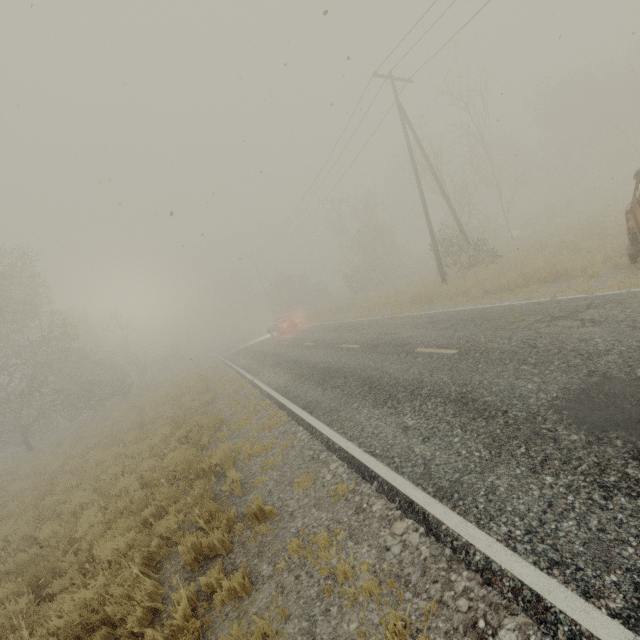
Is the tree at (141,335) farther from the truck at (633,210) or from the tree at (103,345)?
the truck at (633,210)

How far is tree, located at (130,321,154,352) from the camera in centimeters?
3107cm

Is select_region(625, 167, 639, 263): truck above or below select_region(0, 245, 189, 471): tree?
below

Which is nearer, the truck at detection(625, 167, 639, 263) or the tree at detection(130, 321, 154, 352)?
the truck at detection(625, 167, 639, 263)

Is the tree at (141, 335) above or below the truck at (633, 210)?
above

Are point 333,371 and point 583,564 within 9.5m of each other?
yes

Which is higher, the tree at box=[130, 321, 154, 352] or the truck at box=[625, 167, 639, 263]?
the tree at box=[130, 321, 154, 352]

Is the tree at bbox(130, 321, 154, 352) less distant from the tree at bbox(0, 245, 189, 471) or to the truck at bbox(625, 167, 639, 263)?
the tree at bbox(0, 245, 189, 471)
